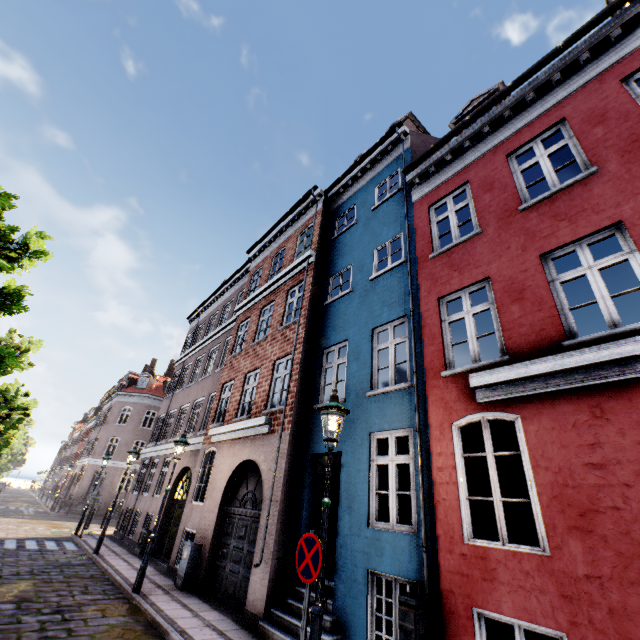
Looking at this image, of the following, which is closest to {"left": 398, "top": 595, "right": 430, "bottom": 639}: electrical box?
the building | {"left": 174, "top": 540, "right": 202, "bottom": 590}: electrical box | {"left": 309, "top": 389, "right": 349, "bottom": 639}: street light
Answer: the building

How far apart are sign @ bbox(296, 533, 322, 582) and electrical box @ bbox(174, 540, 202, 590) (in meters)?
6.82

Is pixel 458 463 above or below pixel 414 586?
above

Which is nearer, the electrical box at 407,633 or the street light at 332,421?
the street light at 332,421

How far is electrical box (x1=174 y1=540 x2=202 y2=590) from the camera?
8.99m

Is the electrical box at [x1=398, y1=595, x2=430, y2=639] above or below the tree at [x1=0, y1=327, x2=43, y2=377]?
below

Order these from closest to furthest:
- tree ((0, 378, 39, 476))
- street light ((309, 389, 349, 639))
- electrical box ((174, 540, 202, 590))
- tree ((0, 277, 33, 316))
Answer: street light ((309, 389, 349, 639))
tree ((0, 277, 33, 316))
electrical box ((174, 540, 202, 590))
tree ((0, 378, 39, 476))

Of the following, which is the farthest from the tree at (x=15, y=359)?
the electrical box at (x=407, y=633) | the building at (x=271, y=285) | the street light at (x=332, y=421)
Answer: the electrical box at (x=407, y=633)
